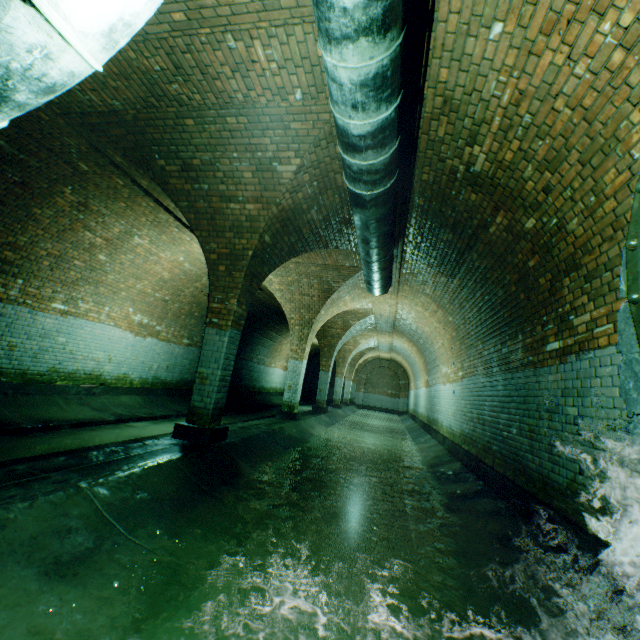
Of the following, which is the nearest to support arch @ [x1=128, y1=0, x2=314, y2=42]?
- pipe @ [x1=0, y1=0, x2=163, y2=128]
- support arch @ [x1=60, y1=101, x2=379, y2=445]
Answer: pipe @ [x1=0, y1=0, x2=163, y2=128]

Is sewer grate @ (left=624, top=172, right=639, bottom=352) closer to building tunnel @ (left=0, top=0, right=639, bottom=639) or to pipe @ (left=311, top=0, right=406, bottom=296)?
building tunnel @ (left=0, top=0, right=639, bottom=639)

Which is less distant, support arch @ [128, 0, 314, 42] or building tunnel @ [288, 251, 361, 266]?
support arch @ [128, 0, 314, 42]

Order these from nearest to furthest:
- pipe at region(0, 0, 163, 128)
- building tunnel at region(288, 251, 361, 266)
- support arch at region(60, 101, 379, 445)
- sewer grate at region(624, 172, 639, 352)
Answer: pipe at region(0, 0, 163, 128) → sewer grate at region(624, 172, 639, 352) → support arch at region(60, 101, 379, 445) → building tunnel at region(288, 251, 361, 266)

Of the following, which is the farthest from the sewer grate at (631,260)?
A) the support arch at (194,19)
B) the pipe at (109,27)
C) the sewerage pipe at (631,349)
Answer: the support arch at (194,19)

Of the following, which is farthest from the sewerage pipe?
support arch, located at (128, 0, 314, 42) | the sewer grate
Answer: support arch, located at (128, 0, 314, 42)

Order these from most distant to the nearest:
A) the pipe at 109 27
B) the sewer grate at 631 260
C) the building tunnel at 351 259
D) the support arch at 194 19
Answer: the building tunnel at 351 259, the support arch at 194 19, the sewer grate at 631 260, the pipe at 109 27

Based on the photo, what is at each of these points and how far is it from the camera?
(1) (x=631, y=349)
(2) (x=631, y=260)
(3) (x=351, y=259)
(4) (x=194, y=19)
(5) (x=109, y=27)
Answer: (1) sewerage pipe, 2.2 meters
(2) sewer grate, 1.9 meters
(3) building tunnel, 8.1 meters
(4) support arch, 3.0 meters
(5) pipe, 1.1 meters
